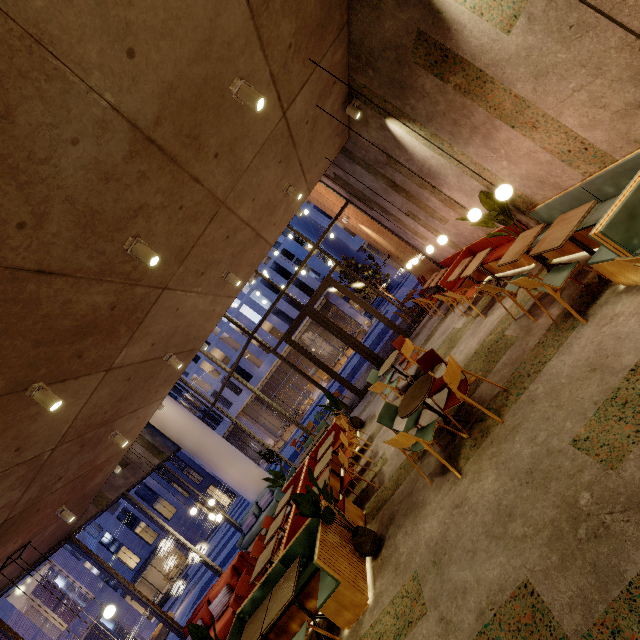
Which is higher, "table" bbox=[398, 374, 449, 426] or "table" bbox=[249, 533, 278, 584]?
"table" bbox=[249, 533, 278, 584]

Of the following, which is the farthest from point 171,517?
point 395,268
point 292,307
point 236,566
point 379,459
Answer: point 379,459

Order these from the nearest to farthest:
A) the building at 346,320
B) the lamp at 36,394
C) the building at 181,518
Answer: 1. the lamp at 36,394
2. the building at 346,320
3. the building at 181,518

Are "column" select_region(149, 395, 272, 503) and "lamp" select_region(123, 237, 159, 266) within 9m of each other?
no

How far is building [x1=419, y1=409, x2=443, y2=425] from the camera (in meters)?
5.27

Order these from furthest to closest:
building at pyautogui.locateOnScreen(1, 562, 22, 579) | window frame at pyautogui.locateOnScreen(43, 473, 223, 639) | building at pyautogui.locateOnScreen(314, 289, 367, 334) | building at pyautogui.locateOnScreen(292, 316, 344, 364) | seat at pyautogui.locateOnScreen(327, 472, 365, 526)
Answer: building at pyautogui.locateOnScreen(292, 316, 344, 364) < building at pyautogui.locateOnScreen(314, 289, 367, 334) < window frame at pyautogui.locateOnScreen(43, 473, 223, 639) < building at pyautogui.locateOnScreen(1, 562, 22, 579) < seat at pyautogui.locateOnScreen(327, 472, 365, 526)

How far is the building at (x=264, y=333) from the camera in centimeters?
3591cm

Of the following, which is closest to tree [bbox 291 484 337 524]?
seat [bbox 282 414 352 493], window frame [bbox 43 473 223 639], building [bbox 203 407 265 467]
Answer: seat [bbox 282 414 352 493]
